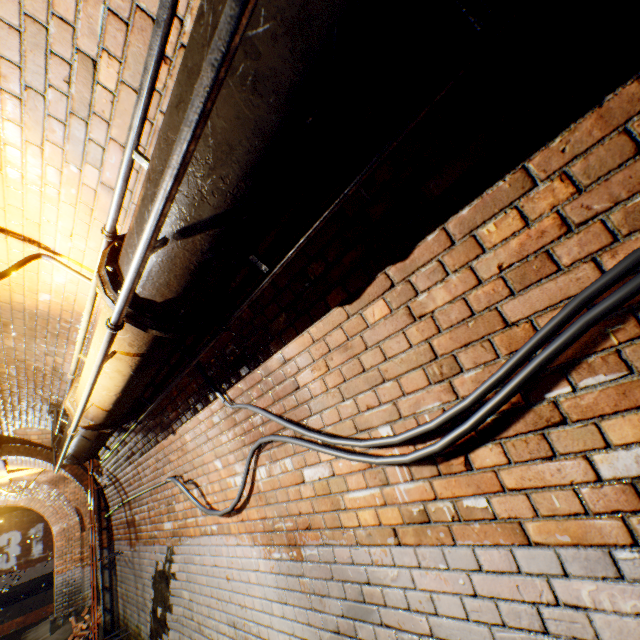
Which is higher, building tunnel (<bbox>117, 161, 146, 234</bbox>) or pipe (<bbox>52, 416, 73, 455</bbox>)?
building tunnel (<bbox>117, 161, 146, 234</bbox>)

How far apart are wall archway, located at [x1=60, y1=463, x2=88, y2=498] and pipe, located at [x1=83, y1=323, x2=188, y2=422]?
6.33m

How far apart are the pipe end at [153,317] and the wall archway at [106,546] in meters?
8.1

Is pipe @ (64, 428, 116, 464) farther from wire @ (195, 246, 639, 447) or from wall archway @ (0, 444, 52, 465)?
wall archway @ (0, 444, 52, 465)

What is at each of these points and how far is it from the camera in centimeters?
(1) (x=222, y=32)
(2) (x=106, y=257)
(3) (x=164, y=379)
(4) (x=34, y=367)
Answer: (1) pipe railing, 58cm
(2) pipe end, 145cm
(3) building tunnel, 321cm
(4) building tunnel, 391cm

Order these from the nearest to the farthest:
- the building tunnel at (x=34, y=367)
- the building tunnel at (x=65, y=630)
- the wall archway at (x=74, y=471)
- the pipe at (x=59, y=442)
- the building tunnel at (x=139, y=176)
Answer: the building tunnel at (x=139, y=176) < the building tunnel at (x=34, y=367) < the pipe at (x=59, y=442) < the wall archway at (x=74, y=471) < the building tunnel at (x=65, y=630)

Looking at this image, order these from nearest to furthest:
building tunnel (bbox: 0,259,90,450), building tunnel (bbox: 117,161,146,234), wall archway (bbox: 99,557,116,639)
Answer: building tunnel (bbox: 117,161,146,234), building tunnel (bbox: 0,259,90,450), wall archway (bbox: 99,557,116,639)

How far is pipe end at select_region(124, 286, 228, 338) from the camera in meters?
1.4 m
